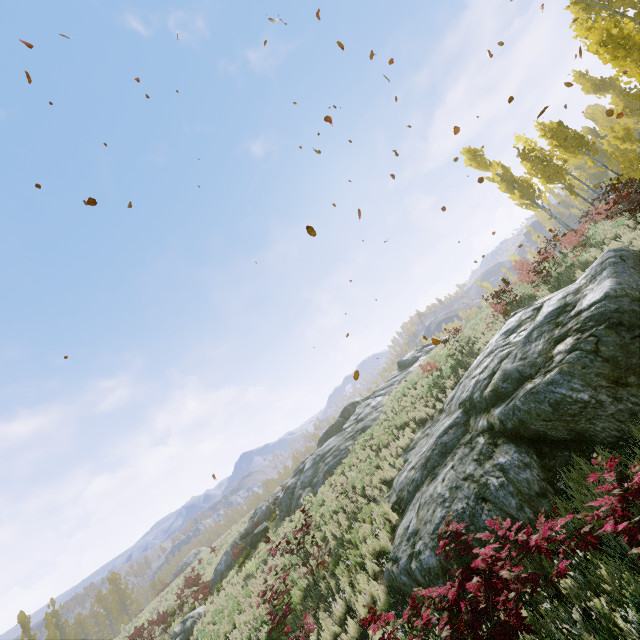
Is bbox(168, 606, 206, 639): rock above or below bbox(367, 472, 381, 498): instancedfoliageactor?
below

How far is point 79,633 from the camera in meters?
49.1

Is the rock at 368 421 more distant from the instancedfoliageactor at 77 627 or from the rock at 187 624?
the instancedfoliageactor at 77 627

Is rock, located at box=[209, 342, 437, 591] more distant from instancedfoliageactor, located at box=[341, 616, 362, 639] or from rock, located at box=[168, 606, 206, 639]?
instancedfoliageactor, located at box=[341, 616, 362, 639]

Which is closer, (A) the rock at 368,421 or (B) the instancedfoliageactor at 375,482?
(B) the instancedfoliageactor at 375,482

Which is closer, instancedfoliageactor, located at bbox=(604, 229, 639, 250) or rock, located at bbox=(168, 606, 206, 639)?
instancedfoliageactor, located at bbox=(604, 229, 639, 250)

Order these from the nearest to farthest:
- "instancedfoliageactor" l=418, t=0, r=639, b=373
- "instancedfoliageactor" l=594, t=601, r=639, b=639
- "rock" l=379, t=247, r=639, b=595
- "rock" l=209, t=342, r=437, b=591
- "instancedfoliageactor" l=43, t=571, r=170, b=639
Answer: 1. "instancedfoliageactor" l=594, t=601, r=639, b=639
2. "rock" l=379, t=247, r=639, b=595
3. "instancedfoliageactor" l=418, t=0, r=639, b=373
4. "rock" l=209, t=342, r=437, b=591
5. "instancedfoliageactor" l=43, t=571, r=170, b=639

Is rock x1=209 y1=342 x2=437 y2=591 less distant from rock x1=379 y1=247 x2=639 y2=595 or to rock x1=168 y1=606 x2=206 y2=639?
rock x1=168 y1=606 x2=206 y2=639
